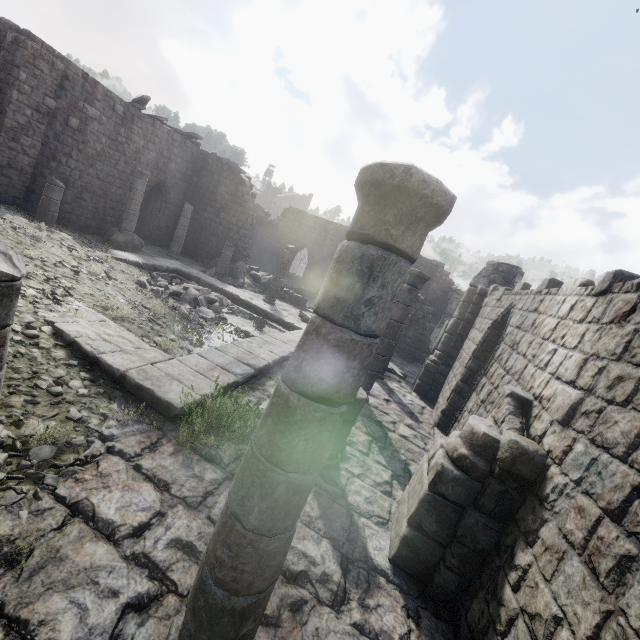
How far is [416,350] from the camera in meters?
18.1 m

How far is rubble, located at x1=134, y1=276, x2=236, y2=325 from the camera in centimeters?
1126cm

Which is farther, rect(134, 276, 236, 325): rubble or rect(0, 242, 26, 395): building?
rect(134, 276, 236, 325): rubble

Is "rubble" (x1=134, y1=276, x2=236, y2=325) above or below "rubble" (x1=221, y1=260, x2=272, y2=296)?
below

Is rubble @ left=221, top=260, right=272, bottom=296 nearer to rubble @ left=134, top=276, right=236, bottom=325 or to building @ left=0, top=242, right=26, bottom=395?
building @ left=0, top=242, right=26, bottom=395

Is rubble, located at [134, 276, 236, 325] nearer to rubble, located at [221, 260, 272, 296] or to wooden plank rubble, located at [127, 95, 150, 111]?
rubble, located at [221, 260, 272, 296]

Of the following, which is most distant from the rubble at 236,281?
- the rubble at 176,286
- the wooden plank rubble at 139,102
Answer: the wooden plank rubble at 139,102
